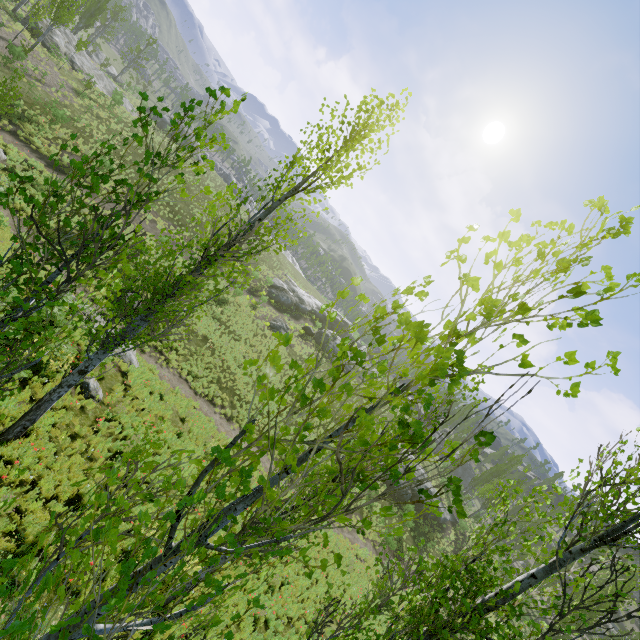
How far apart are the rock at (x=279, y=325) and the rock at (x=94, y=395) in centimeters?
2266cm

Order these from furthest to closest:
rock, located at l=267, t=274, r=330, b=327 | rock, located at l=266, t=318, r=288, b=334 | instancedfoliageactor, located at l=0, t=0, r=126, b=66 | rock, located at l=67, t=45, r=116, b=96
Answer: rock, located at l=267, t=274, r=330, b=327 < rock, located at l=266, t=318, r=288, b=334 < rock, located at l=67, t=45, r=116, b=96 < instancedfoliageactor, located at l=0, t=0, r=126, b=66

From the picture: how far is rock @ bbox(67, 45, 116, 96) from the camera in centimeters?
3306cm

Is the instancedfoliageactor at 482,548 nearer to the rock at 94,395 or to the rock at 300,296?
the rock at 94,395

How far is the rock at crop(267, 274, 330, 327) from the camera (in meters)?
41.72

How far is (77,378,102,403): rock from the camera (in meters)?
10.91

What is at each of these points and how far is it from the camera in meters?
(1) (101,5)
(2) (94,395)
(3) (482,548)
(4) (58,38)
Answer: (1) instancedfoliageactor, 37.1 m
(2) rock, 11.2 m
(3) instancedfoliageactor, 33.5 m
(4) rock, 32.1 m

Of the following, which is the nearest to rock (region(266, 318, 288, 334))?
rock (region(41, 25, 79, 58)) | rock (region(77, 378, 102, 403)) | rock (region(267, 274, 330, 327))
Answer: rock (region(267, 274, 330, 327))
